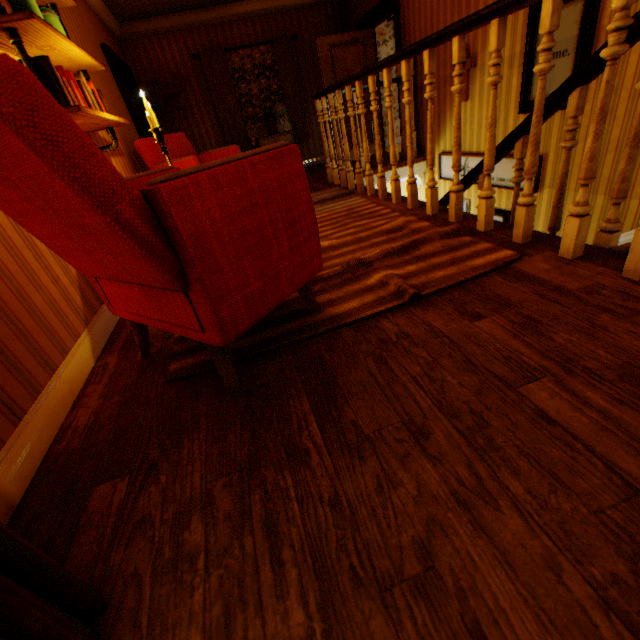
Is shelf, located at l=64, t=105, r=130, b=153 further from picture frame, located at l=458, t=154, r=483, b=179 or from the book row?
picture frame, located at l=458, t=154, r=483, b=179

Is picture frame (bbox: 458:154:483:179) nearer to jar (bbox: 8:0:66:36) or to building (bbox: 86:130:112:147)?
building (bbox: 86:130:112:147)

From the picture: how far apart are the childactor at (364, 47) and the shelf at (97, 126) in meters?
4.9 m

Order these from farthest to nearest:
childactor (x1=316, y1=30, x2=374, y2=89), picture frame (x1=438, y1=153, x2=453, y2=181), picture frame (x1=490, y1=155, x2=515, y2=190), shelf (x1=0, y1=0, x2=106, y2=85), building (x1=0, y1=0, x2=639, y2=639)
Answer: childactor (x1=316, y1=30, x2=374, y2=89), picture frame (x1=438, y1=153, x2=453, y2=181), picture frame (x1=490, y1=155, x2=515, y2=190), shelf (x1=0, y1=0, x2=106, y2=85), building (x1=0, y1=0, x2=639, y2=639)

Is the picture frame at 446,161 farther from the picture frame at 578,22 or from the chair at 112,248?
the chair at 112,248

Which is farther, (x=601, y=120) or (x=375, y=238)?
(x=375, y=238)

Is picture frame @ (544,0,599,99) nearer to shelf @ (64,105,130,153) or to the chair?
the chair

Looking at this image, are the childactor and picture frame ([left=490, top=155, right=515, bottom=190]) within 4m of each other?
yes
